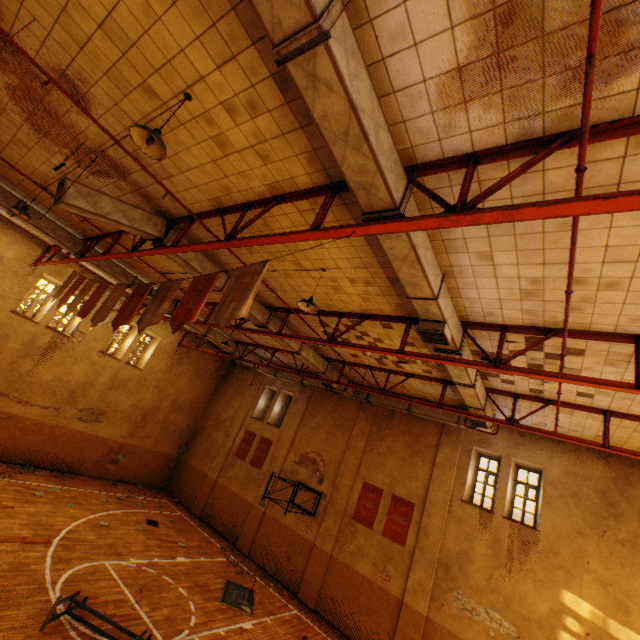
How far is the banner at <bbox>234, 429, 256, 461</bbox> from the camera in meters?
18.1 m

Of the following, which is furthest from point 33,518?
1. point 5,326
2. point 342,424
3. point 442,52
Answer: point 442,52

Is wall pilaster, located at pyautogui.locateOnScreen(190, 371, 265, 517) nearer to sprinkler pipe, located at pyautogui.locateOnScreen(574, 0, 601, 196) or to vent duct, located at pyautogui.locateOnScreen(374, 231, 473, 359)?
vent duct, located at pyautogui.locateOnScreen(374, 231, 473, 359)

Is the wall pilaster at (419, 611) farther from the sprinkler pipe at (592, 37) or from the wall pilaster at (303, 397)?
the sprinkler pipe at (592, 37)

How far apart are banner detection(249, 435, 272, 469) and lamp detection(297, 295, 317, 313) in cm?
1276

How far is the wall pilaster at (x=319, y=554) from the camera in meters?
13.0

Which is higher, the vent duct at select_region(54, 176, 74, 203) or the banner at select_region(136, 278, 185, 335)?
the vent duct at select_region(54, 176, 74, 203)

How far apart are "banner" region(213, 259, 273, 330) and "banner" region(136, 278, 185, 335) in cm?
140
